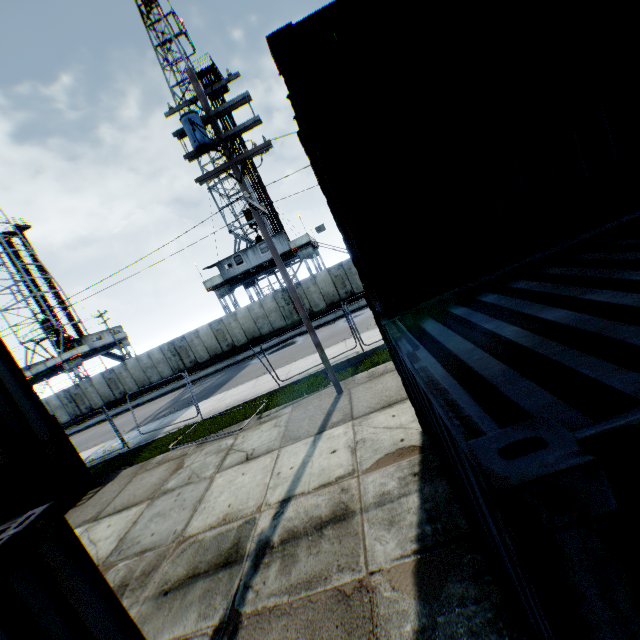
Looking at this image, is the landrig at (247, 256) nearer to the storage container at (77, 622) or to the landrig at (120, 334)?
the landrig at (120, 334)

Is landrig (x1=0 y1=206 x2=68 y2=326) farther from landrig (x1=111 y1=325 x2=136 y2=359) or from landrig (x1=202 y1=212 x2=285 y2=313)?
landrig (x1=202 y1=212 x2=285 y2=313)

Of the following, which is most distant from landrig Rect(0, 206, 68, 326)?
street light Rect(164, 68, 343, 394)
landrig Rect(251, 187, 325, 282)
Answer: street light Rect(164, 68, 343, 394)

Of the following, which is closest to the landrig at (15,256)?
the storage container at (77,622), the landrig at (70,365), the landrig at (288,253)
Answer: the landrig at (70,365)

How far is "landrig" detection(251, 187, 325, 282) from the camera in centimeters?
2902cm

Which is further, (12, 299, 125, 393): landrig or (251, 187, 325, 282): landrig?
(12, 299, 125, 393): landrig

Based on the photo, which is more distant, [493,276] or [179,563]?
[179,563]

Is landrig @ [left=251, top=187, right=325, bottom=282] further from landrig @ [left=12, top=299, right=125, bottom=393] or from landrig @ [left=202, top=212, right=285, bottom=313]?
landrig @ [left=12, top=299, right=125, bottom=393]
